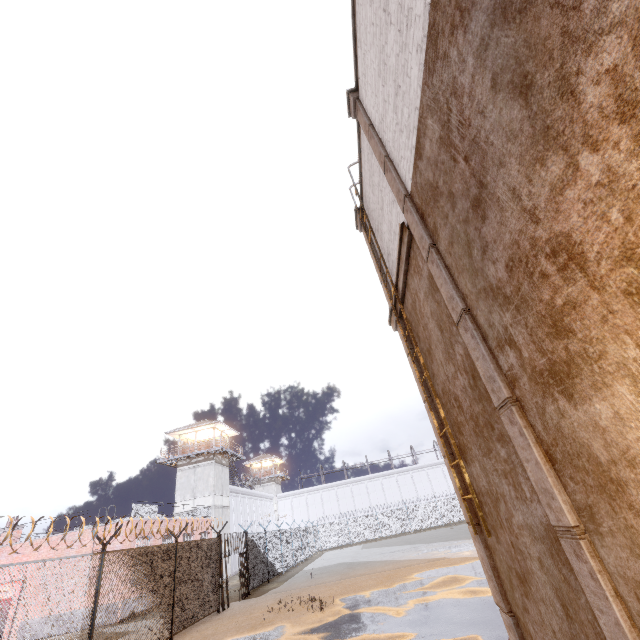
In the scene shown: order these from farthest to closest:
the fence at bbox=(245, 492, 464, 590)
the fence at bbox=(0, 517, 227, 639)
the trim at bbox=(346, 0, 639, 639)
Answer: the fence at bbox=(245, 492, 464, 590)
the fence at bbox=(0, 517, 227, 639)
the trim at bbox=(346, 0, 639, 639)

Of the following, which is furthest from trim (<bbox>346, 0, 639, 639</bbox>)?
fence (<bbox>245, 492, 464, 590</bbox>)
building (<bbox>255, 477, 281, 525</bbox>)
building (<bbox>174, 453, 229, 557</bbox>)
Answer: A: building (<bbox>255, 477, 281, 525</bbox>)

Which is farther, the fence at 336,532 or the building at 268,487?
the building at 268,487

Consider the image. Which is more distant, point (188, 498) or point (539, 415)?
point (188, 498)

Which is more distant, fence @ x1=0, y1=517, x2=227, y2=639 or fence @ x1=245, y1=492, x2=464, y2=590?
fence @ x1=245, y1=492, x2=464, y2=590

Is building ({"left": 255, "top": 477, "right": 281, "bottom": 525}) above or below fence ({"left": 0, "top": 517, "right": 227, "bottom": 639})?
above

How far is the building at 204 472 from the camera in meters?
31.5 m

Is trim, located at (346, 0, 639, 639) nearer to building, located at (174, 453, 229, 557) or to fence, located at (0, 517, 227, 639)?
fence, located at (0, 517, 227, 639)
